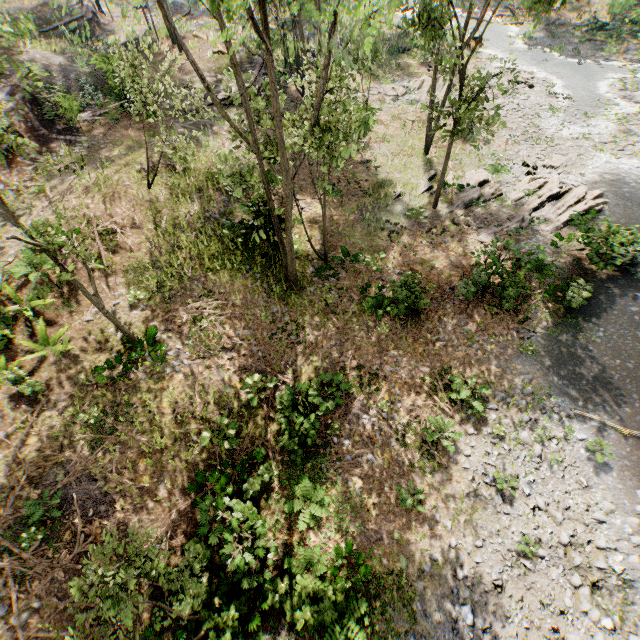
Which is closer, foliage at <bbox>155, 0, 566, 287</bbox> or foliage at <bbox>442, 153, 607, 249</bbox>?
foliage at <bbox>155, 0, 566, 287</bbox>

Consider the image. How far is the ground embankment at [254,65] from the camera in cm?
2448

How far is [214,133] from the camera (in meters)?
20.58

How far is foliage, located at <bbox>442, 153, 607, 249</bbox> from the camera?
17.9 meters

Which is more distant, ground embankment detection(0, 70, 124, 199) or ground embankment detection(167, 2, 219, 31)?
ground embankment detection(167, 2, 219, 31)

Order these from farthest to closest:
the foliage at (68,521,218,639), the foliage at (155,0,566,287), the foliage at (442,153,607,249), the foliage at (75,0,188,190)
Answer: the foliage at (442,153,607,249) < the foliage at (75,0,188,190) < the foliage at (155,0,566,287) < the foliage at (68,521,218,639)

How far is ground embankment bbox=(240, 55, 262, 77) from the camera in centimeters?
2448cm

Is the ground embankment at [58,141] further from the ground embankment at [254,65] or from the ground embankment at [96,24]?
the ground embankment at [96,24]
